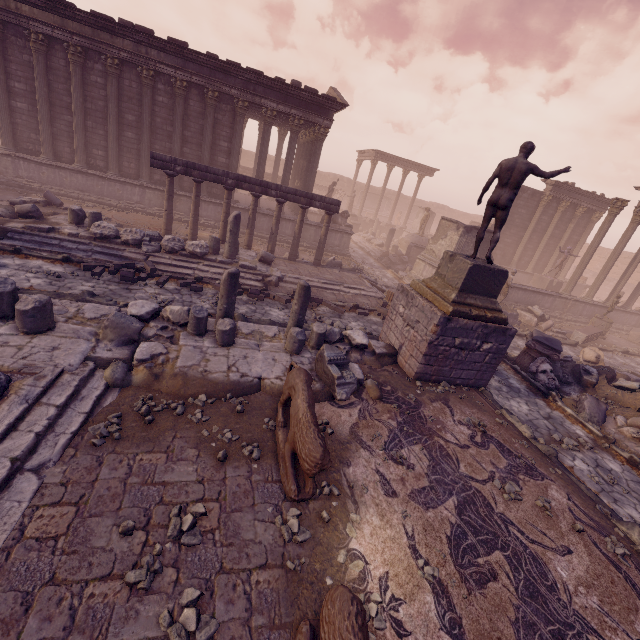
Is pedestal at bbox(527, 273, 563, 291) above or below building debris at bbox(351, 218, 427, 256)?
above

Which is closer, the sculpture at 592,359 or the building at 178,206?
the sculpture at 592,359

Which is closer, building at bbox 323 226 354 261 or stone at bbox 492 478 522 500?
stone at bbox 492 478 522 500

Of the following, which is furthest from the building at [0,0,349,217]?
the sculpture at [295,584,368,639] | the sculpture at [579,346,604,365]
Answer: the sculpture at [295,584,368,639]

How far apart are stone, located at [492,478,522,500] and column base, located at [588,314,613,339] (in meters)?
17.29

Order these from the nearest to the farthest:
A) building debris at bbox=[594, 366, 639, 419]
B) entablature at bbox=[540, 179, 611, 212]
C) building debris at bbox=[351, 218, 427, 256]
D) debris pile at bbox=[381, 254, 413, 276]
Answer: building debris at bbox=[594, 366, 639, 419], debris pile at bbox=[381, 254, 413, 276], entablature at bbox=[540, 179, 611, 212], building debris at bbox=[351, 218, 427, 256]

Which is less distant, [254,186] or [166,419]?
[166,419]

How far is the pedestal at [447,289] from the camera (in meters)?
7.70
